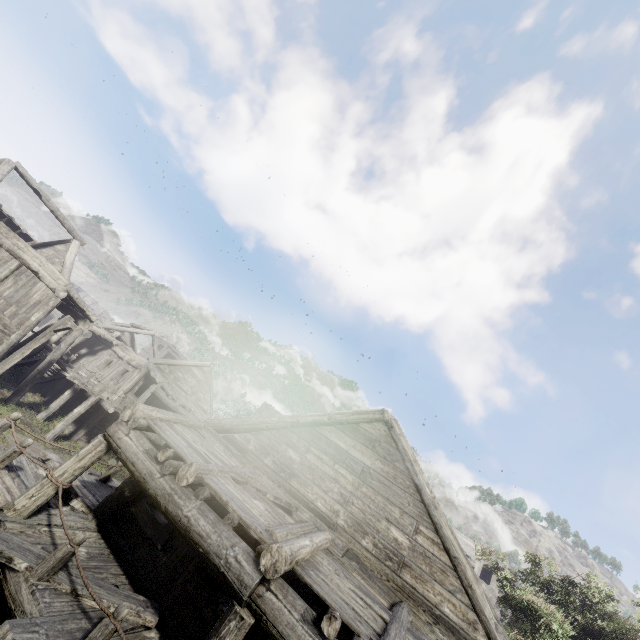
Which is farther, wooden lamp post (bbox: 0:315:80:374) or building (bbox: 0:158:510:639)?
wooden lamp post (bbox: 0:315:80:374)

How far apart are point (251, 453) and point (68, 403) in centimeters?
1915cm

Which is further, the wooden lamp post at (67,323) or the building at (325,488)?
the wooden lamp post at (67,323)
